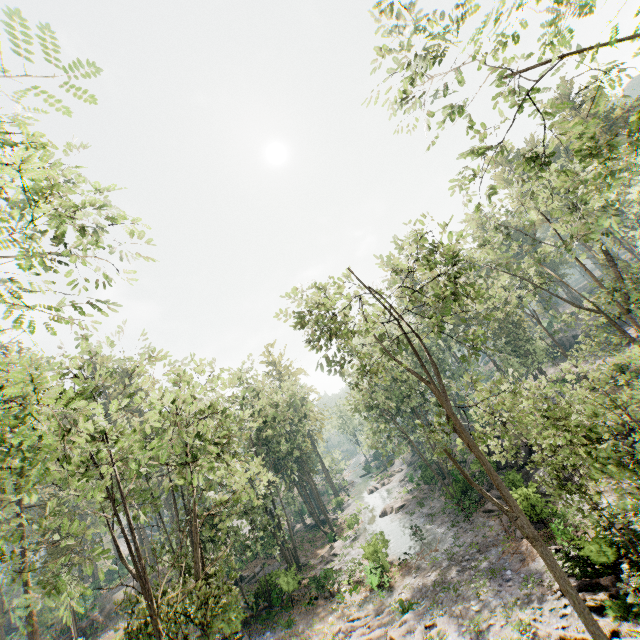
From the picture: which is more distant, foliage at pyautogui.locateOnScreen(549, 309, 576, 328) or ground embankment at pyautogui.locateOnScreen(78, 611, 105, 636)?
ground embankment at pyautogui.locateOnScreen(78, 611, 105, 636)

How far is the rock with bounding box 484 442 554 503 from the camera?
21.4 meters

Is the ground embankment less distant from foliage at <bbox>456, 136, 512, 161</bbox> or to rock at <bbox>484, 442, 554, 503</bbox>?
foliage at <bbox>456, 136, 512, 161</bbox>

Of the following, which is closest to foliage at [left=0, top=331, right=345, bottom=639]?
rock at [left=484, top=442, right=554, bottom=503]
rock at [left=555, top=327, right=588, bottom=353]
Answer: rock at [left=484, top=442, right=554, bottom=503]

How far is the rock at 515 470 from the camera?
21.36m

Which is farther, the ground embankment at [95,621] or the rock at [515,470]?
the ground embankment at [95,621]

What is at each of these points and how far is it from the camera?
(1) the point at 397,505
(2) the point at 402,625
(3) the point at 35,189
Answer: (1) foliage, 40.2m
(2) foliage, 18.5m
(3) foliage, 6.7m
